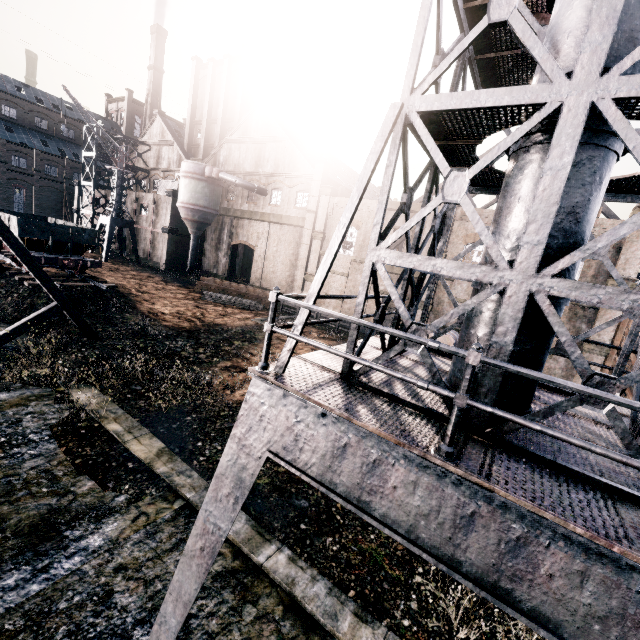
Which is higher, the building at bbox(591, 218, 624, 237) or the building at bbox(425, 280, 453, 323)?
the building at bbox(591, 218, 624, 237)

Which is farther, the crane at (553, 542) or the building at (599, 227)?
the building at (599, 227)

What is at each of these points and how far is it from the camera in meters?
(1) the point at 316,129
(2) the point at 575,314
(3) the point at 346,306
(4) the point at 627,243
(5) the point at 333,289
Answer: (1) chimney, 54.3
(2) building, 22.8
(3) building, 32.8
(4) building, 20.7
(5) building, 33.3

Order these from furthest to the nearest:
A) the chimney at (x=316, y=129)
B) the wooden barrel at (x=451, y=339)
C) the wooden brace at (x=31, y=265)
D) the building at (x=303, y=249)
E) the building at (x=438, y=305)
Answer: the chimney at (x=316, y=129) < the building at (x=303, y=249) < the building at (x=438, y=305) < the wooden barrel at (x=451, y=339) < the wooden brace at (x=31, y=265)

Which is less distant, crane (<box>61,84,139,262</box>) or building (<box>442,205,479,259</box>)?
building (<box>442,205,479,259</box>)

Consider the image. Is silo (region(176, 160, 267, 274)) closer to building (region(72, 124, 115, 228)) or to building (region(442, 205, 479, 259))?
building (region(72, 124, 115, 228))

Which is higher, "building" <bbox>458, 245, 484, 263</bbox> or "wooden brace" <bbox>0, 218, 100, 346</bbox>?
"building" <bbox>458, 245, 484, 263</bbox>

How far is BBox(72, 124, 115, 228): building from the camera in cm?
4459
